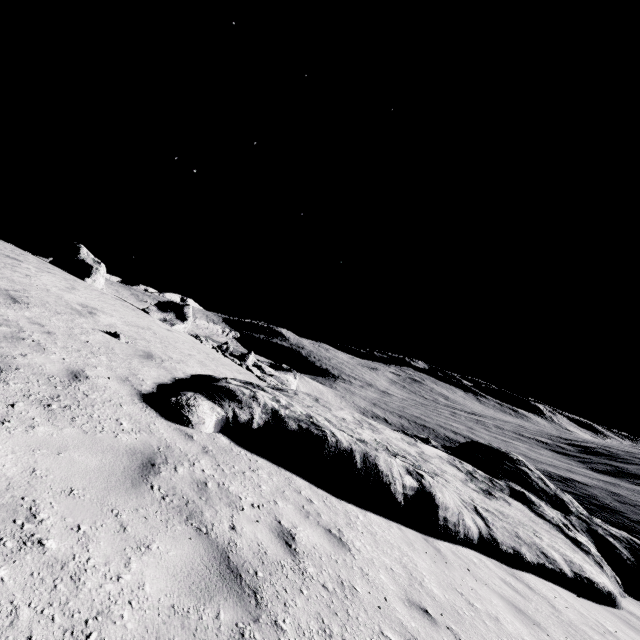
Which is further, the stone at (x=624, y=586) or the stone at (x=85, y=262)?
the stone at (x=85, y=262)

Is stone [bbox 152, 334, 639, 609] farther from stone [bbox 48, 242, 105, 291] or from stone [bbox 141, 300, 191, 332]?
stone [bbox 48, 242, 105, 291]

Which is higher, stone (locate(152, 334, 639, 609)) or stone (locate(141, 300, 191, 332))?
stone (locate(141, 300, 191, 332))

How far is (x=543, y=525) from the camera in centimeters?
1262cm

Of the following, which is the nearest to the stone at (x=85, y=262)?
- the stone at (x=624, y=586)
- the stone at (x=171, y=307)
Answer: the stone at (x=171, y=307)

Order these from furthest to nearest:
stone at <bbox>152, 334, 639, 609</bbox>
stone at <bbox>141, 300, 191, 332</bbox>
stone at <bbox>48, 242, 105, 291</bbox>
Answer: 1. stone at <bbox>141, 300, 191, 332</bbox>
2. stone at <bbox>48, 242, 105, 291</bbox>
3. stone at <bbox>152, 334, 639, 609</bbox>
